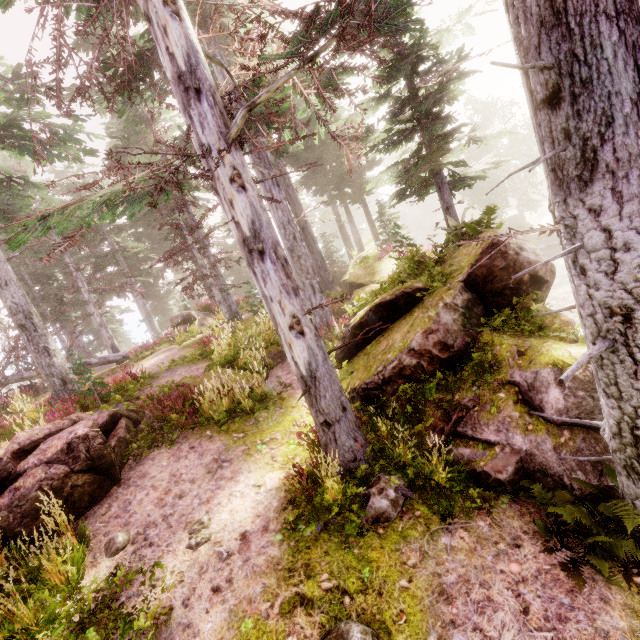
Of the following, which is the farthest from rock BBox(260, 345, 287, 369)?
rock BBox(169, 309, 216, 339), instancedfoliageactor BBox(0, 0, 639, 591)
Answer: rock BBox(169, 309, 216, 339)

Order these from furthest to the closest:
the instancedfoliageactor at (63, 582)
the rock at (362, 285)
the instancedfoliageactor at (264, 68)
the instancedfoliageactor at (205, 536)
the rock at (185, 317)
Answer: the rock at (185, 317), the rock at (362, 285), the instancedfoliageactor at (205, 536), the instancedfoliageactor at (63, 582), the instancedfoliageactor at (264, 68)

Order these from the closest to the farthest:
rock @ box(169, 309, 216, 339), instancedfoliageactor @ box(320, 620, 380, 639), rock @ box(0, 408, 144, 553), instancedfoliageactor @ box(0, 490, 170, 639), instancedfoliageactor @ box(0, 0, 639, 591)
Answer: instancedfoliageactor @ box(0, 0, 639, 591), instancedfoliageactor @ box(320, 620, 380, 639), instancedfoliageactor @ box(0, 490, 170, 639), rock @ box(0, 408, 144, 553), rock @ box(169, 309, 216, 339)

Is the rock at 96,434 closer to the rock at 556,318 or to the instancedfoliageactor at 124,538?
the instancedfoliageactor at 124,538

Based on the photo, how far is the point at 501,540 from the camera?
4.33m

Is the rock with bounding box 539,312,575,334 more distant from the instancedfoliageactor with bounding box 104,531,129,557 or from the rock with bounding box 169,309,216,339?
the rock with bounding box 169,309,216,339

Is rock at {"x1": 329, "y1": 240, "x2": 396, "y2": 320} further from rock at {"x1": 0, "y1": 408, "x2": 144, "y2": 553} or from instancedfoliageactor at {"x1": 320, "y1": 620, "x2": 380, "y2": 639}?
rock at {"x1": 0, "y1": 408, "x2": 144, "y2": 553}

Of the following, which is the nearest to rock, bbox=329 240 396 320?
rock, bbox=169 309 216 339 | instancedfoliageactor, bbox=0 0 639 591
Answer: instancedfoliageactor, bbox=0 0 639 591
